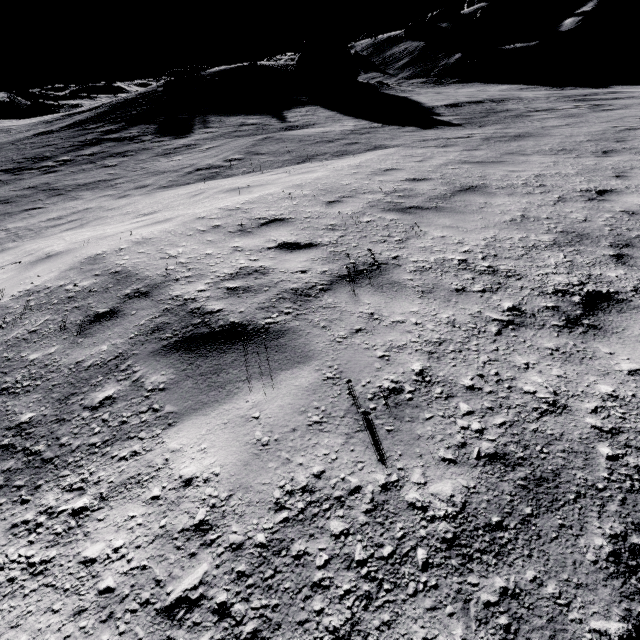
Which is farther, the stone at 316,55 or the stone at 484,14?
the stone at 484,14

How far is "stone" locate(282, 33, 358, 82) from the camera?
25.8m

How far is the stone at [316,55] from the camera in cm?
2580

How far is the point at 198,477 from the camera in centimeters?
177cm

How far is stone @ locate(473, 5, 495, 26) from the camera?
58.6 meters

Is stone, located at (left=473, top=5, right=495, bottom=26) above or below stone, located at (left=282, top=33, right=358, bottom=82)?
above

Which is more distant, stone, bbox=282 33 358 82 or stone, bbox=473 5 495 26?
stone, bbox=473 5 495 26
